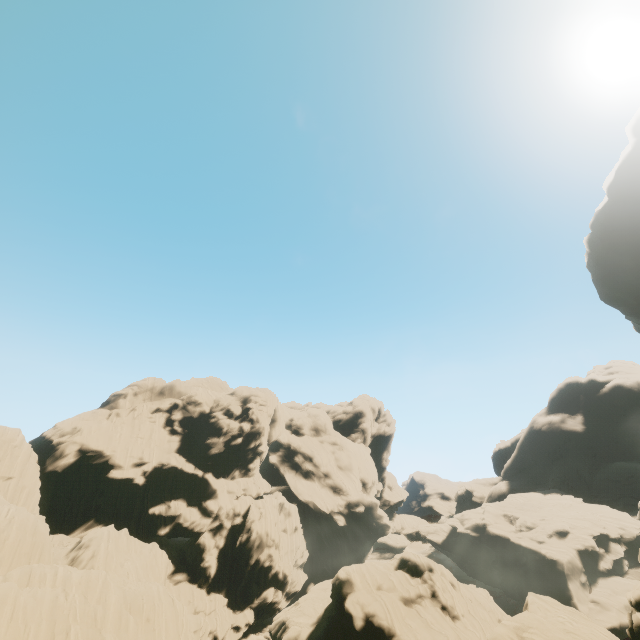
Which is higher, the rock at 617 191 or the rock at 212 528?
the rock at 617 191

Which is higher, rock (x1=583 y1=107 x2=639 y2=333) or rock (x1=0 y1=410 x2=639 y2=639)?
rock (x1=583 y1=107 x2=639 y2=333)

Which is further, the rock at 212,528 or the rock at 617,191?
the rock at 617,191

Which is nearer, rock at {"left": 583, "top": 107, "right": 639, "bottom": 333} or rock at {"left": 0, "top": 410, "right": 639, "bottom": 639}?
rock at {"left": 0, "top": 410, "right": 639, "bottom": 639}

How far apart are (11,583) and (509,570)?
66.0m
